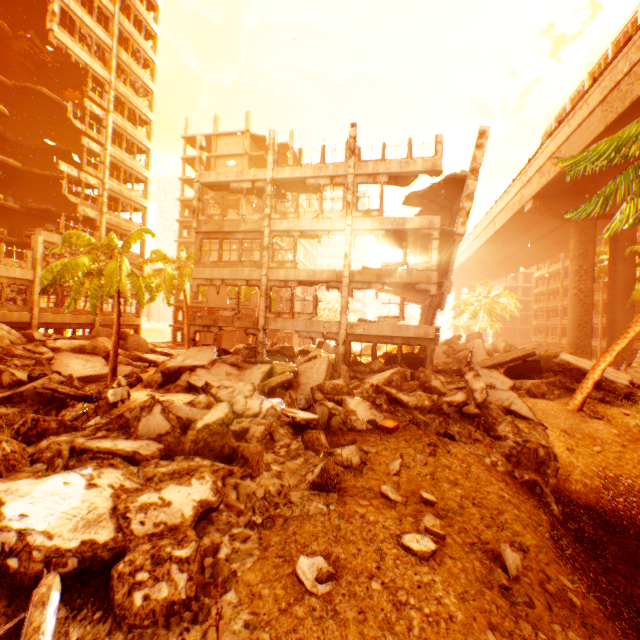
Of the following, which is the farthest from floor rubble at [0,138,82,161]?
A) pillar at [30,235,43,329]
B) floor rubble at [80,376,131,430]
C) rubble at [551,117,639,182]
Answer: floor rubble at [80,376,131,430]

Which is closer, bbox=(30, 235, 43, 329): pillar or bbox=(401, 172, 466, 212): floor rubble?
bbox=(401, 172, 466, 212): floor rubble

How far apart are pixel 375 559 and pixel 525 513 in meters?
4.4 m

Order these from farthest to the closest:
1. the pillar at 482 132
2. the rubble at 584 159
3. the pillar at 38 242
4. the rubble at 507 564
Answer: the pillar at 38 242, the pillar at 482 132, the rubble at 584 159, the rubble at 507 564

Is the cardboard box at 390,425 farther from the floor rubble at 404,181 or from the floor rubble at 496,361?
the floor rubble at 404,181

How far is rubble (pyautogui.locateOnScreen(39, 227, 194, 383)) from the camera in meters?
14.6

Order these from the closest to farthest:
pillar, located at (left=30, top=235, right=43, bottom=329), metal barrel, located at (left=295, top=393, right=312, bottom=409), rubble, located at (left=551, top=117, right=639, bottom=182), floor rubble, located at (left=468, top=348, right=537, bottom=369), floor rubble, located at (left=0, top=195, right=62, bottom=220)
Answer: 1. rubble, located at (left=551, top=117, right=639, bottom=182)
2. metal barrel, located at (left=295, top=393, right=312, bottom=409)
3. floor rubble, located at (left=468, top=348, right=537, bottom=369)
4. pillar, located at (left=30, top=235, right=43, bottom=329)
5. floor rubble, located at (left=0, top=195, right=62, bottom=220)
